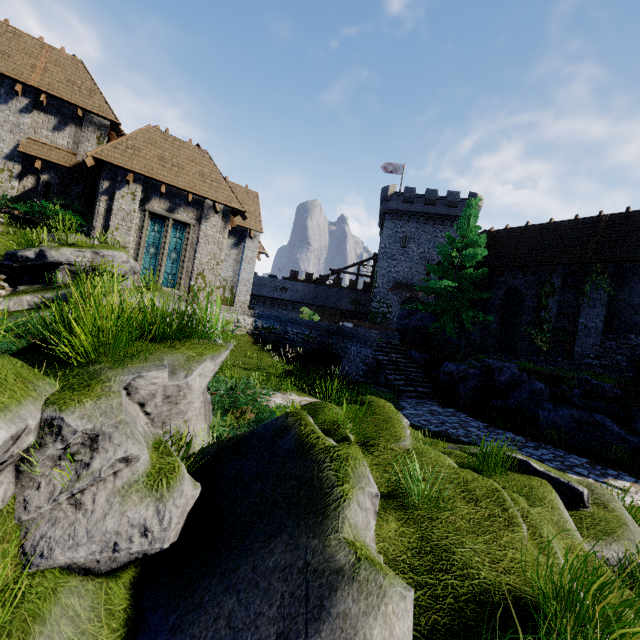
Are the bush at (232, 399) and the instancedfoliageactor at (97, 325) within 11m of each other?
yes

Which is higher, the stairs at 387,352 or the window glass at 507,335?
the window glass at 507,335

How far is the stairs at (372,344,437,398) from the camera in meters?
14.1

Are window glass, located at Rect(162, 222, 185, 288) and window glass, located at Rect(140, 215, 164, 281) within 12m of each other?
yes

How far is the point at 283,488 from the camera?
2.7 meters

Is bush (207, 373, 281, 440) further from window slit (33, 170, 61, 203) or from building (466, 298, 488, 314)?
window slit (33, 170, 61, 203)

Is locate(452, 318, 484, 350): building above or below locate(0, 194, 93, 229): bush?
below

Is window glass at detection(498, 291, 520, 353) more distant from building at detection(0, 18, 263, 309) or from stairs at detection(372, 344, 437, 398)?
building at detection(0, 18, 263, 309)
